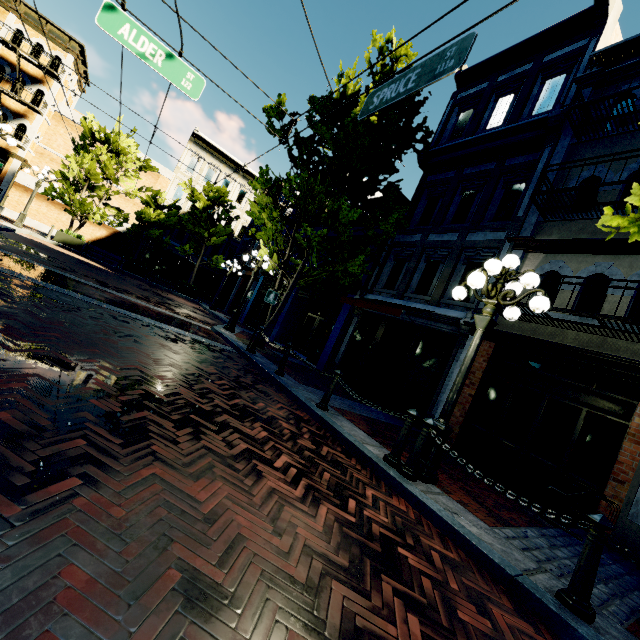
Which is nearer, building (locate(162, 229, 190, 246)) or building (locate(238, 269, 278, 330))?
building (locate(238, 269, 278, 330))

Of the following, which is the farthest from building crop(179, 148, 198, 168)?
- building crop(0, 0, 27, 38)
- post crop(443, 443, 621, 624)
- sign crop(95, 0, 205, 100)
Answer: post crop(443, 443, 621, 624)

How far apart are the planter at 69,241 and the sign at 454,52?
20.8 meters

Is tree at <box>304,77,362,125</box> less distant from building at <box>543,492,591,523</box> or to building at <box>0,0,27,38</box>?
building at <box>543,492,591,523</box>

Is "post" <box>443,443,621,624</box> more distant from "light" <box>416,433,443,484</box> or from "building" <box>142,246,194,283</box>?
"building" <box>142,246,194,283</box>

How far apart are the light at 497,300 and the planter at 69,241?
21.89m

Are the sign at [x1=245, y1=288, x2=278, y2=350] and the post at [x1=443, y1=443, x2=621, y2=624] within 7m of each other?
no

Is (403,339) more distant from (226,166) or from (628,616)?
(226,166)
